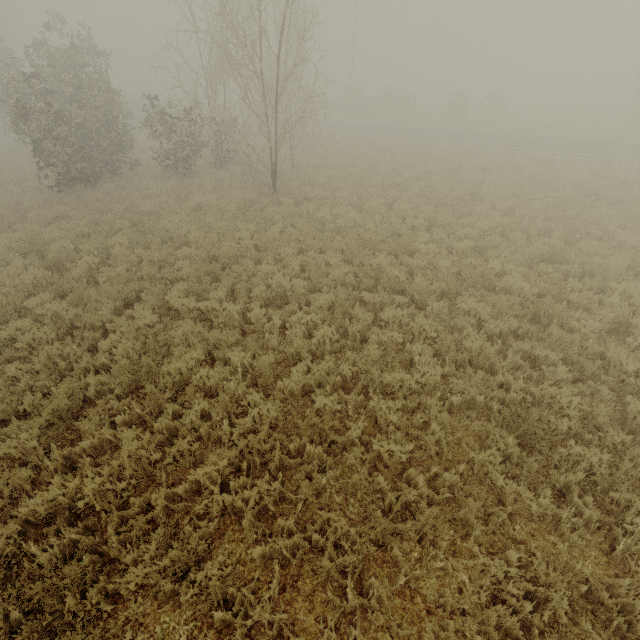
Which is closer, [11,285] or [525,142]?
[11,285]
